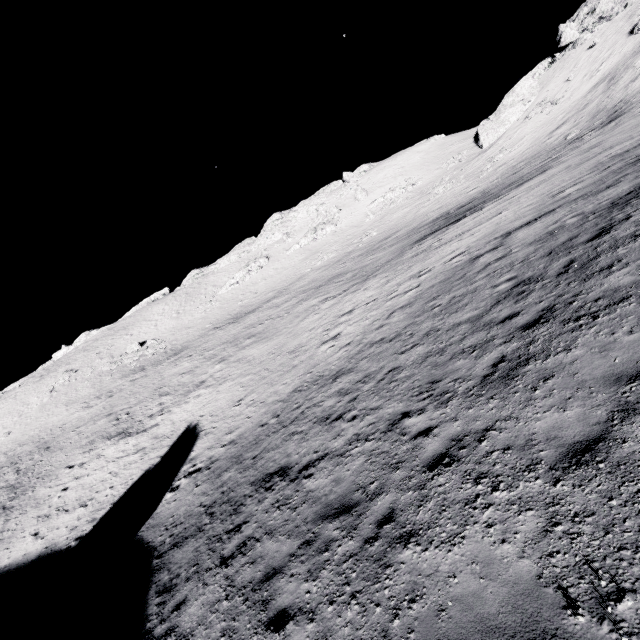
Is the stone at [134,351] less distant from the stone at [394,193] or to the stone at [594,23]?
the stone at [394,193]

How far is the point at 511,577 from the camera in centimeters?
359cm

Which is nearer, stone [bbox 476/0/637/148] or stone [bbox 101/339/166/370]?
stone [bbox 476/0/637/148]

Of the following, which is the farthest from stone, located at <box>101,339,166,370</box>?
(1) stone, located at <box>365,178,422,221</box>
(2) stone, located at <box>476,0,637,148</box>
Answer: (2) stone, located at <box>476,0,637,148</box>

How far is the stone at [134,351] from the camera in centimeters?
5062cm

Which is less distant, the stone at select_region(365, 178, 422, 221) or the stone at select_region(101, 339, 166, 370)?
the stone at select_region(101, 339, 166, 370)
